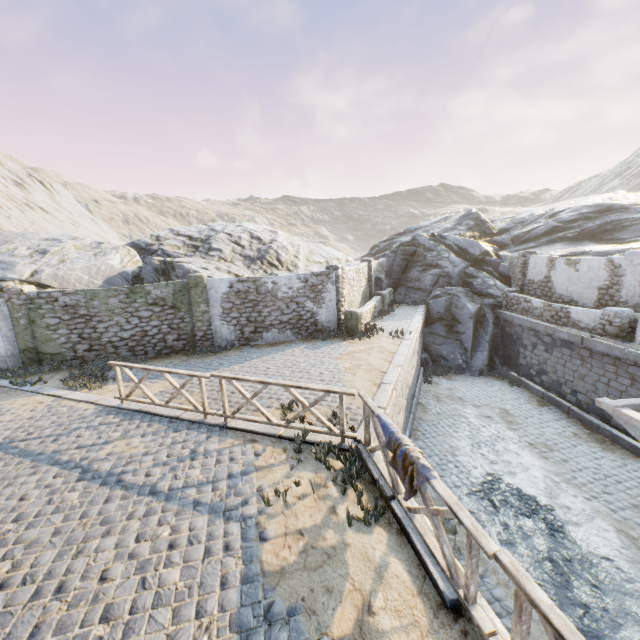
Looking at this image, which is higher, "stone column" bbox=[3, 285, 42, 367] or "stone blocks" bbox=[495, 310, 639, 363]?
"stone column" bbox=[3, 285, 42, 367]

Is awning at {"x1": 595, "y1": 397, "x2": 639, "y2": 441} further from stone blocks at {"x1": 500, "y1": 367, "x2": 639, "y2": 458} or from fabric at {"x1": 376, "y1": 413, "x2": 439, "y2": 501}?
fabric at {"x1": 376, "y1": 413, "x2": 439, "y2": 501}

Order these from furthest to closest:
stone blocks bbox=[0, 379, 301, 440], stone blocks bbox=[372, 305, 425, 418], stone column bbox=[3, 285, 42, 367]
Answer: stone column bbox=[3, 285, 42, 367]
stone blocks bbox=[372, 305, 425, 418]
stone blocks bbox=[0, 379, 301, 440]

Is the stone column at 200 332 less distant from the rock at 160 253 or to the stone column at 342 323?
the rock at 160 253

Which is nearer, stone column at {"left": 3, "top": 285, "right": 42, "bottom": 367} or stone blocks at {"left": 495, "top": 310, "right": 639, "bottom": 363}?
stone blocks at {"left": 495, "top": 310, "right": 639, "bottom": 363}

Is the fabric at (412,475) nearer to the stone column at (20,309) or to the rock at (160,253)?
the rock at (160,253)

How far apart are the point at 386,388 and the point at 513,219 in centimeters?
2806cm
